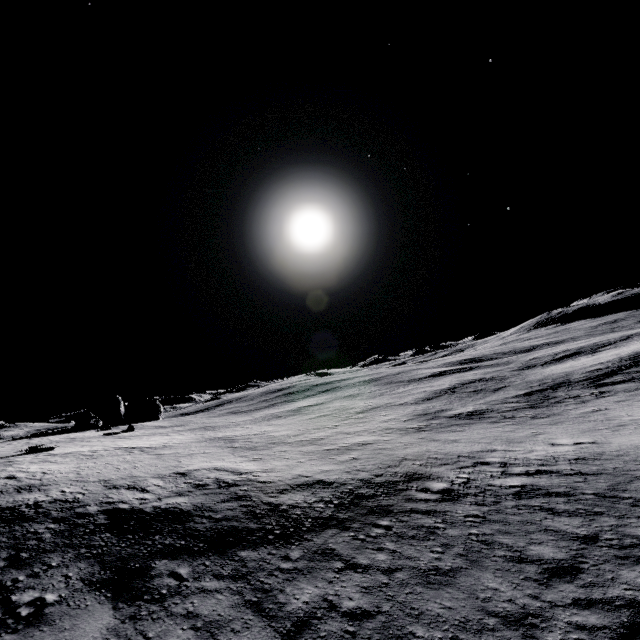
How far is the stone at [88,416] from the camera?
42.75m

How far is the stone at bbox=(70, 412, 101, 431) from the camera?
42.8m

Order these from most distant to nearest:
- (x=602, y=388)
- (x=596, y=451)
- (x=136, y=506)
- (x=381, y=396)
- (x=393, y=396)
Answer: (x=381, y=396) < (x=393, y=396) < (x=602, y=388) < (x=136, y=506) < (x=596, y=451)
